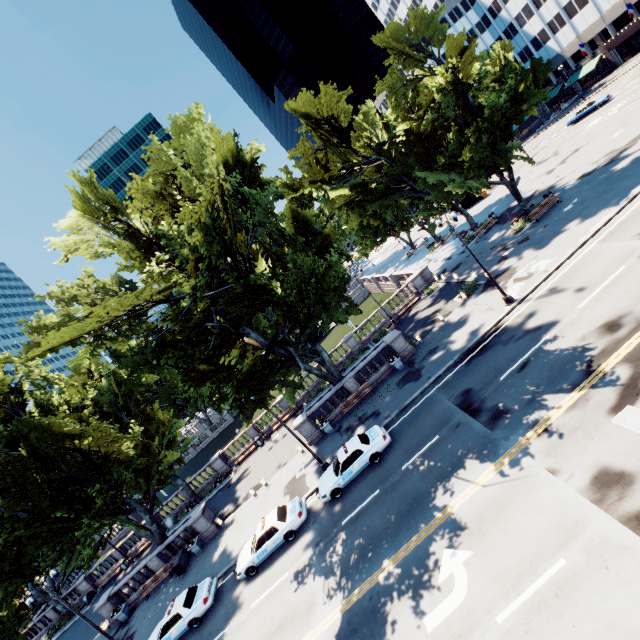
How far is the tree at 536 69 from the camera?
58.5m

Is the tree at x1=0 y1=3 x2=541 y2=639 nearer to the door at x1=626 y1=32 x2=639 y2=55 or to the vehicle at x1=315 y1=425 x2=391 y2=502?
the vehicle at x1=315 y1=425 x2=391 y2=502

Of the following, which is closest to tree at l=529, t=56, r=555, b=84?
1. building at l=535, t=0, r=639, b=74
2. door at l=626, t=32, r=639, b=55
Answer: building at l=535, t=0, r=639, b=74

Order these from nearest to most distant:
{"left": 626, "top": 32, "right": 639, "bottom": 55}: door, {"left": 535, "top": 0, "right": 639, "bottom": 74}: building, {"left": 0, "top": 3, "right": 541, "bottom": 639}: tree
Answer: {"left": 0, "top": 3, "right": 541, "bottom": 639}: tree, {"left": 535, "top": 0, "right": 639, "bottom": 74}: building, {"left": 626, "top": 32, "right": 639, "bottom": 55}: door

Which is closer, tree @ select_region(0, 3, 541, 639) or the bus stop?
tree @ select_region(0, 3, 541, 639)

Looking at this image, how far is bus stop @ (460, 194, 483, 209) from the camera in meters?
51.5

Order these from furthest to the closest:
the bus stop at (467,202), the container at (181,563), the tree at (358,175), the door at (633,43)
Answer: the door at (633,43), the bus stop at (467,202), the container at (181,563), the tree at (358,175)

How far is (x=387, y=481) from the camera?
16.4 meters
